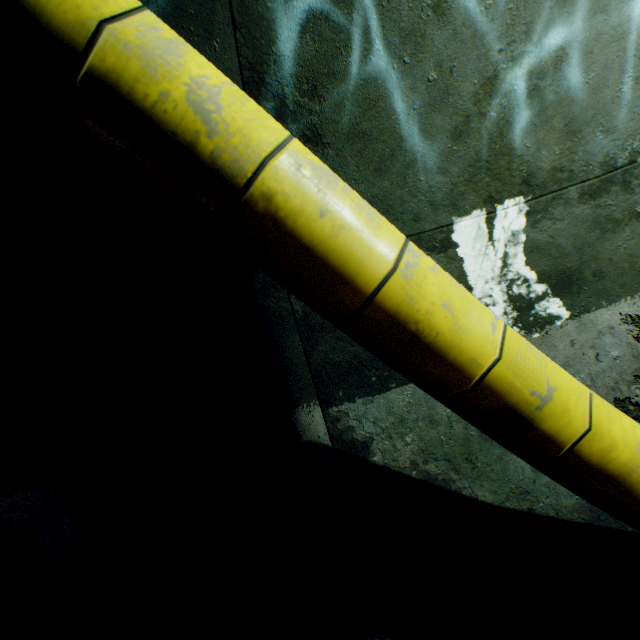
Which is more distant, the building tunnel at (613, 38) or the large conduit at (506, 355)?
the building tunnel at (613, 38)

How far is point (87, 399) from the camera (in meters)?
5.70

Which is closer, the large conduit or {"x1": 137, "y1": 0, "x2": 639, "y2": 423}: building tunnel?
the large conduit
